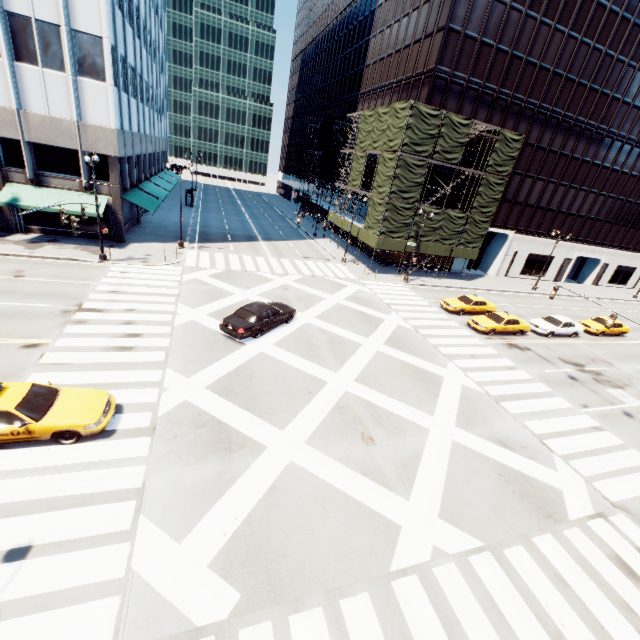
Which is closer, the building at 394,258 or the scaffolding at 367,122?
the scaffolding at 367,122

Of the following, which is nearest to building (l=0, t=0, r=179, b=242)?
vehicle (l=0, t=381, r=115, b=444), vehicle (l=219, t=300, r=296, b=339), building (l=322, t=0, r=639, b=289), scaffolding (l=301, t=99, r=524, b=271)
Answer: vehicle (l=219, t=300, r=296, b=339)

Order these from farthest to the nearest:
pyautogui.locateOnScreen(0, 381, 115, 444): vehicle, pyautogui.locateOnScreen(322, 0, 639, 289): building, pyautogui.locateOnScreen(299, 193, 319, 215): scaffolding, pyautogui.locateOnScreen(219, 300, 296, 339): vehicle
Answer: pyautogui.locateOnScreen(299, 193, 319, 215): scaffolding < pyautogui.locateOnScreen(322, 0, 639, 289): building < pyautogui.locateOnScreen(219, 300, 296, 339): vehicle < pyautogui.locateOnScreen(0, 381, 115, 444): vehicle

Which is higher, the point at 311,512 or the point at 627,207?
the point at 627,207

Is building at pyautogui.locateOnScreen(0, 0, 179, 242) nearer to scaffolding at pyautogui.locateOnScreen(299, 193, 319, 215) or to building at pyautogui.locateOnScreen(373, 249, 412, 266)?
scaffolding at pyautogui.locateOnScreen(299, 193, 319, 215)

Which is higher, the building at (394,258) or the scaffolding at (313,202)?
the scaffolding at (313,202)

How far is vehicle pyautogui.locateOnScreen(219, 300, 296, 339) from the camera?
17.2m

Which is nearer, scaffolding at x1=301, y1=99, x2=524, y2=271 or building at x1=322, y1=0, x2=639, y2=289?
scaffolding at x1=301, y1=99, x2=524, y2=271
